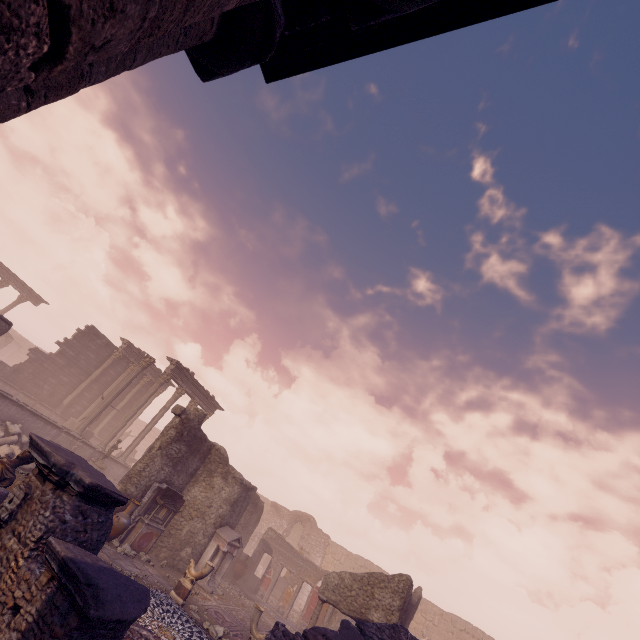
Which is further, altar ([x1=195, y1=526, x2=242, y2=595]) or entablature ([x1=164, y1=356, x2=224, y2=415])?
entablature ([x1=164, y1=356, x2=224, y2=415])

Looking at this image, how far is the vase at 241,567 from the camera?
16.8 meters

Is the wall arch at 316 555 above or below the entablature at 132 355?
below

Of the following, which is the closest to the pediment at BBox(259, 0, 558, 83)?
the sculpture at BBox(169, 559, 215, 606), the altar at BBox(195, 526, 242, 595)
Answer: the sculpture at BBox(169, 559, 215, 606)

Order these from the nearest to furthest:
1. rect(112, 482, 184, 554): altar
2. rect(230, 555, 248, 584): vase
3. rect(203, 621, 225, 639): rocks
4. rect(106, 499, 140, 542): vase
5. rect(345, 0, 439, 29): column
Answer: rect(345, 0, 439, 29): column
rect(203, 621, 225, 639): rocks
rect(106, 499, 140, 542): vase
rect(112, 482, 184, 554): altar
rect(230, 555, 248, 584): vase

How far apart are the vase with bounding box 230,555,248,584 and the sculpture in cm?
788

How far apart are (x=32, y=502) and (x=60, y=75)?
5.4m

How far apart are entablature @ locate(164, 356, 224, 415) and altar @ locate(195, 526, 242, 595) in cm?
1074
